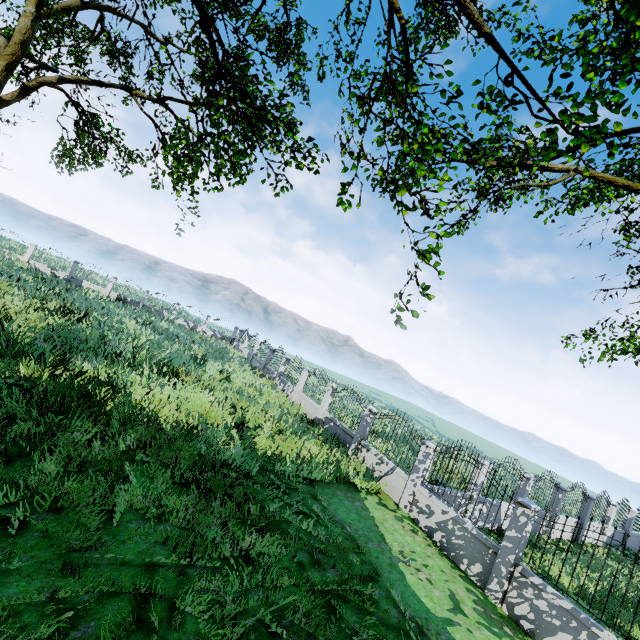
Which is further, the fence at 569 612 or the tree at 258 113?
the tree at 258 113

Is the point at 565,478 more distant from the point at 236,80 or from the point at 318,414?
the point at 236,80

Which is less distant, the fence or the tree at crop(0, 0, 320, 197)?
the fence

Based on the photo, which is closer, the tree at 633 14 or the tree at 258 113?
the tree at 633 14

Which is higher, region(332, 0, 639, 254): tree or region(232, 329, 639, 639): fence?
region(332, 0, 639, 254): tree

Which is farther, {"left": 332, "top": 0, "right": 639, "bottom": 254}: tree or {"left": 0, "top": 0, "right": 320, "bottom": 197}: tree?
{"left": 0, "top": 0, "right": 320, "bottom": 197}: tree
